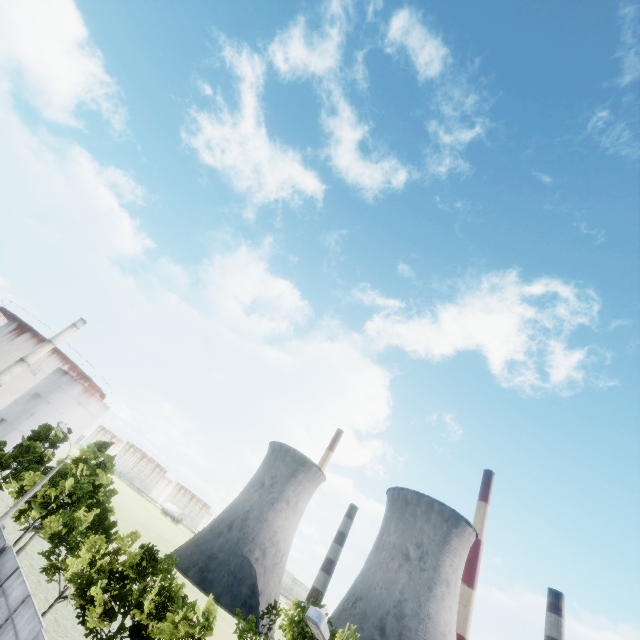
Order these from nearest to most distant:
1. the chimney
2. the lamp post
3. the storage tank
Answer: the lamp post, the chimney, the storage tank

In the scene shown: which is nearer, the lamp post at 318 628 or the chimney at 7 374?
the lamp post at 318 628

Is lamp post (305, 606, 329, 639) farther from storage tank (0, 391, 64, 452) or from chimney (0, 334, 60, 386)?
storage tank (0, 391, 64, 452)

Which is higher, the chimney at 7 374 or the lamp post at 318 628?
the chimney at 7 374

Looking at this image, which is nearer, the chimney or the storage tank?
the chimney

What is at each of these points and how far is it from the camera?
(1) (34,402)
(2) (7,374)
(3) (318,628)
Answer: (1) storage tank, 58.44m
(2) chimney, 54.28m
(3) lamp post, 7.86m

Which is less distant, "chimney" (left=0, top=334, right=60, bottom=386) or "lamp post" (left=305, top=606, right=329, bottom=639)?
"lamp post" (left=305, top=606, right=329, bottom=639)
